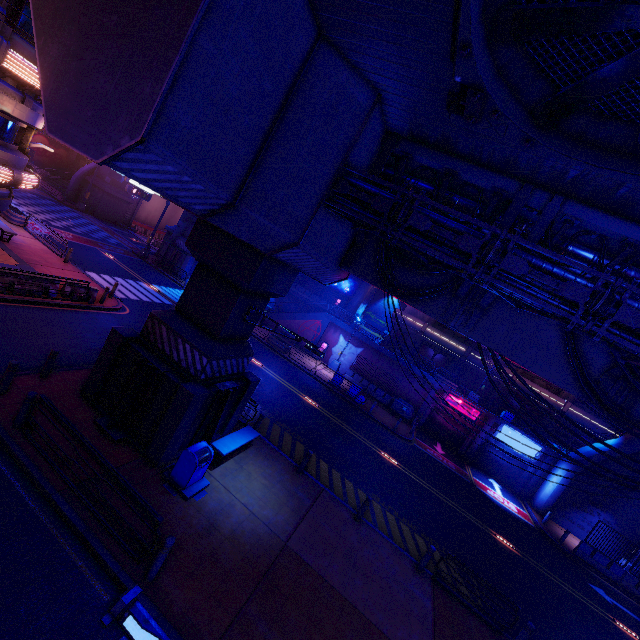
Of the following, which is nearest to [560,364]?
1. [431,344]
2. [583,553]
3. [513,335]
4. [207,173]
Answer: [513,335]

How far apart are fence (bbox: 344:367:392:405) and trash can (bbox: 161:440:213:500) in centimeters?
2277cm

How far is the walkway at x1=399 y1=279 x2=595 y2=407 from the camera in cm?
1040

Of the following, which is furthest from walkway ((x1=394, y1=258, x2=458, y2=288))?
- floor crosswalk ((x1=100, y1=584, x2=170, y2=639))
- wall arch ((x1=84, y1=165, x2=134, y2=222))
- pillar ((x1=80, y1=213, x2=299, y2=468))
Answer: wall arch ((x1=84, y1=165, x2=134, y2=222))

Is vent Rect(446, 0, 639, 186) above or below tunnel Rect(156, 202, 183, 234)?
above

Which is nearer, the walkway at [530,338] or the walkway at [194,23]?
the walkway at [194,23]

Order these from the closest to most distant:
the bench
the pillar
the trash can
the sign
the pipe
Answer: the pipe
the trash can
the pillar
the bench
the sign

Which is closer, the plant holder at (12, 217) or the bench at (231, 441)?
the bench at (231, 441)
